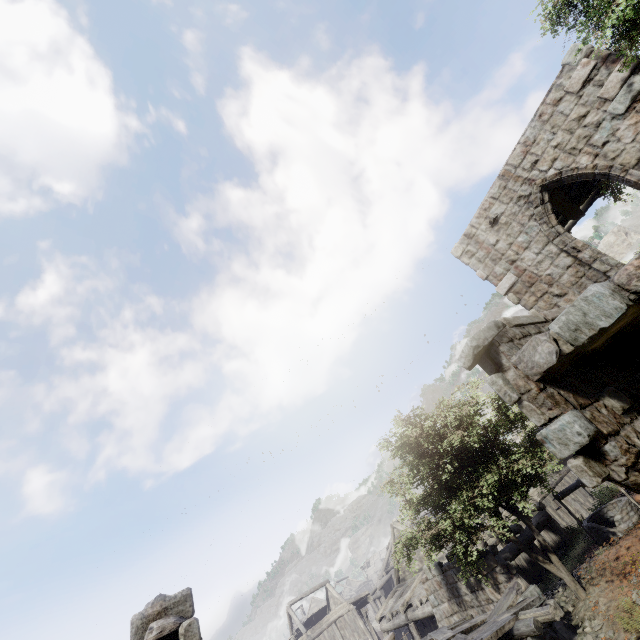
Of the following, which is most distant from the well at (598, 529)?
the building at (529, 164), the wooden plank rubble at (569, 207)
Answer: the wooden plank rubble at (569, 207)

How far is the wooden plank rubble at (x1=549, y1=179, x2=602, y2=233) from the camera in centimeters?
1061cm

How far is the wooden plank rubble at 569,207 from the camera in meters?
10.6

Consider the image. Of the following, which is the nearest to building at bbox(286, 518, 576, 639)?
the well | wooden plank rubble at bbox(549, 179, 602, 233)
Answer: wooden plank rubble at bbox(549, 179, 602, 233)

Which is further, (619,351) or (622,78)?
(622,78)

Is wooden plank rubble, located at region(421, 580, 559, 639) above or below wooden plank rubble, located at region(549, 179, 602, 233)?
below

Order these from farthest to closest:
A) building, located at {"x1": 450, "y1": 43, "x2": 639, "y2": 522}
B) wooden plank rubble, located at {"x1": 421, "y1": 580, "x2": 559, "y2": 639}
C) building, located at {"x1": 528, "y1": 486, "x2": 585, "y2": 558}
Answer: building, located at {"x1": 528, "y1": 486, "x2": 585, "y2": 558} → wooden plank rubble, located at {"x1": 421, "y1": 580, "x2": 559, "y2": 639} → building, located at {"x1": 450, "y1": 43, "x2": 639, "y2": 522}
